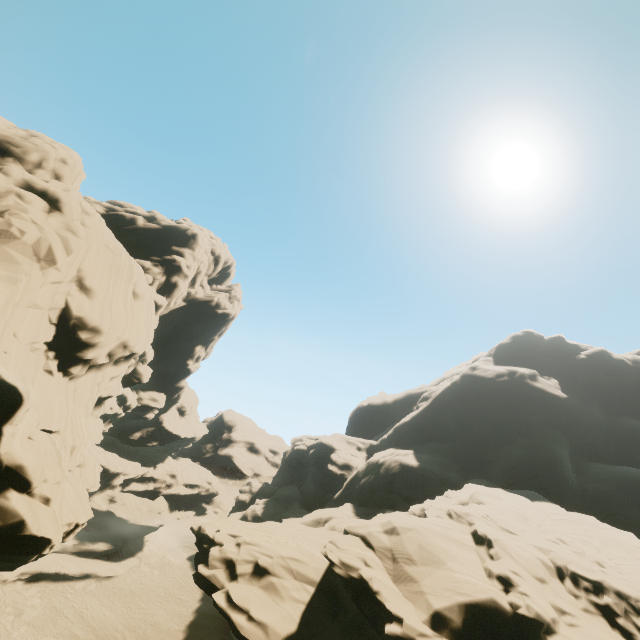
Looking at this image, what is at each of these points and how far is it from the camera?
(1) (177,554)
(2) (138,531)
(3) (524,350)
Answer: (1) rock, 41.44m
(2) rock, 40.91m
(3) rock, 58.66m

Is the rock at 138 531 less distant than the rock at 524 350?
Yes

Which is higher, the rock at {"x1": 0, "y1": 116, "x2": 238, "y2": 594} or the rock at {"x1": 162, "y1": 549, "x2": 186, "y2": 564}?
the rock at {"x1": 0, "y1": 116, "x2": 238, "y2": 594}

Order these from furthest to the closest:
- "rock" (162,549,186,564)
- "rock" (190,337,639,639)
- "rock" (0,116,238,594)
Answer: "rock" (162,549,186,564)
"rock" (190,337,639,639)
"rock" (0,116,238,594)

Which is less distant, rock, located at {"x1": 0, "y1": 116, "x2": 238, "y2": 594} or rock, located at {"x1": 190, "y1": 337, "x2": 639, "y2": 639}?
rock, located at {"x1": 0, "y1": 116, "x2": 238, "y2": 594}

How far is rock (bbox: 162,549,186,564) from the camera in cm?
4013

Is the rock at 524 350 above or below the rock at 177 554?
above
